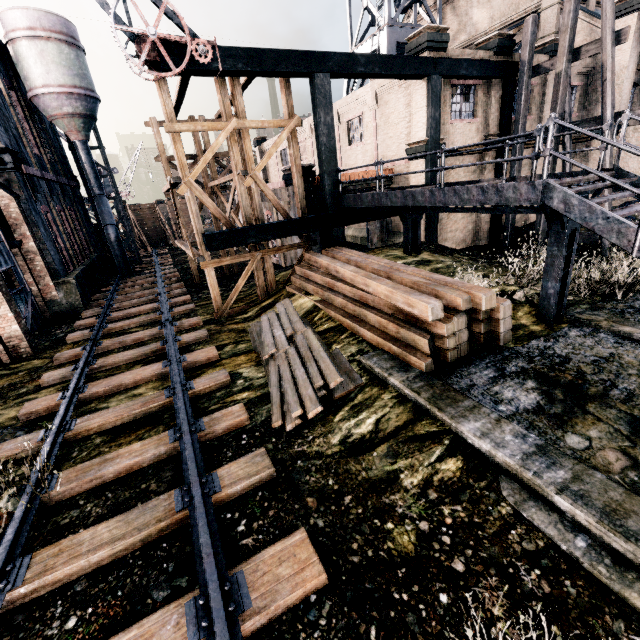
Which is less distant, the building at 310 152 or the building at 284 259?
the building at 310 152

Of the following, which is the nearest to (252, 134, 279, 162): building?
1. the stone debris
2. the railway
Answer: the railway

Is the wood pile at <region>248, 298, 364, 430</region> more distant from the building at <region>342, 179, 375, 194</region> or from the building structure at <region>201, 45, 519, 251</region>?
the building at <region>342, 179, 375, 194</region>

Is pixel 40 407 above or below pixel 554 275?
below

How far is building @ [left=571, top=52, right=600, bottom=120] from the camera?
20.03m

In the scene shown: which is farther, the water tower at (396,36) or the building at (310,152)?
the water tower at (396,36)

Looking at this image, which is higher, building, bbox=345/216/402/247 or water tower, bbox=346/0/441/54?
water tower, bbox=346/0/441/54

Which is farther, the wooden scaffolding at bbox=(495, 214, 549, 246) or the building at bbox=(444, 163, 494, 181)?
the building at bbox=(444, 163, 494, 181)
